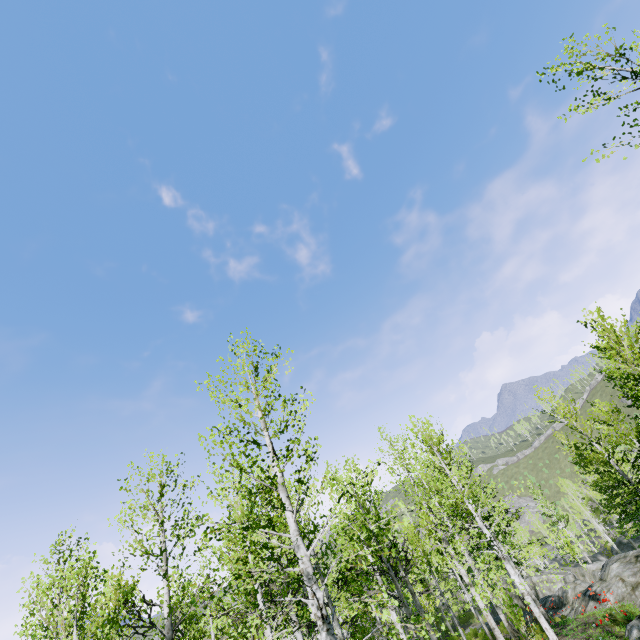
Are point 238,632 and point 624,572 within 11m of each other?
no

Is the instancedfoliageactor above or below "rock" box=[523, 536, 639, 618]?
above

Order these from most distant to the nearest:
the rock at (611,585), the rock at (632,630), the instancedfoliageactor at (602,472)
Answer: the instancedfoliageactor at (602,472) → the rock at (611,585) → the rock at (632,630)

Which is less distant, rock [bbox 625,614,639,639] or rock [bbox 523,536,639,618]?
rock [bbox 625,614,639,639]

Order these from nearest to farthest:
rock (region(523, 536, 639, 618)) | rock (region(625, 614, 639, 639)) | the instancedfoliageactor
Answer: rock (region(625, 614, 639, 639)) < rock (region(523, 536, 639, 618)) < the instancedfoliageactor

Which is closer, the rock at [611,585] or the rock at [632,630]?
the rock at [632,630]

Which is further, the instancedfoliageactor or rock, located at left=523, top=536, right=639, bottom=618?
the instancedfoliageactor
